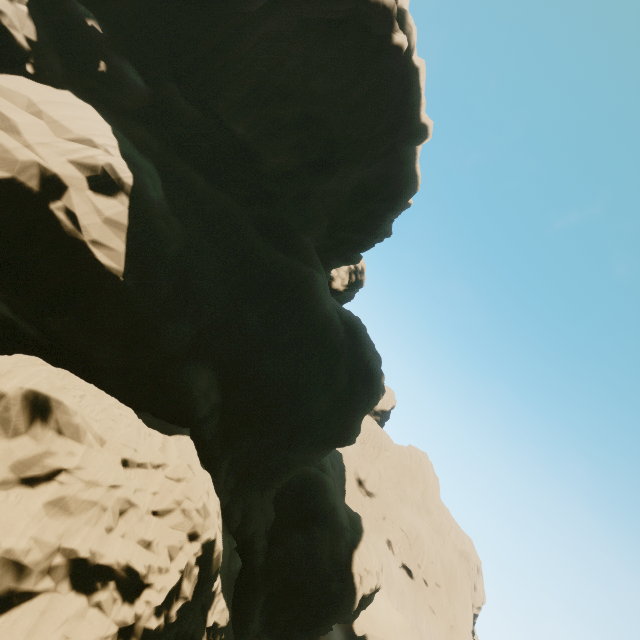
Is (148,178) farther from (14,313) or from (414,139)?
(414,139)
